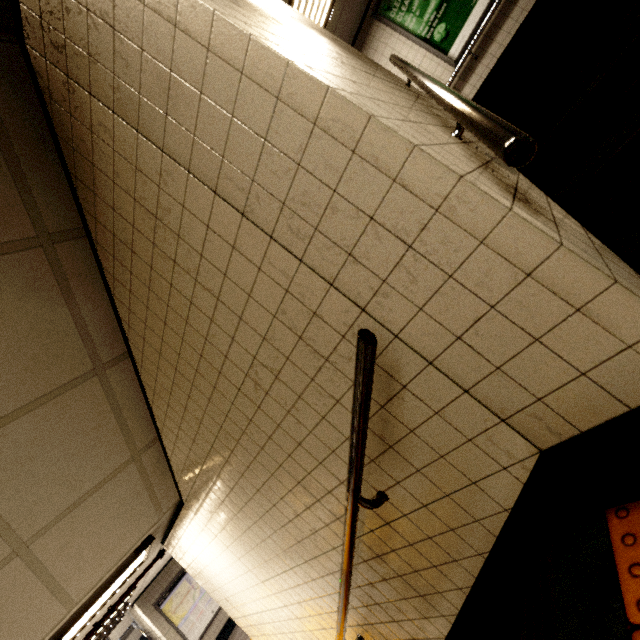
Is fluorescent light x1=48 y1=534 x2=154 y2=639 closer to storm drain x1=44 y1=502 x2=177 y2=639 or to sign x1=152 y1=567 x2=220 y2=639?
storm drain x1=44 y1=502 x2=177 y2=639

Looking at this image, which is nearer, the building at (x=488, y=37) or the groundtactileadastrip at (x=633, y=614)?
the groundtactileadastrip at (x=633, y=614)

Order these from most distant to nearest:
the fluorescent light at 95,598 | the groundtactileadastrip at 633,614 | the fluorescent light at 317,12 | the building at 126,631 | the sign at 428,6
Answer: the building at 126,631, the sign at 428,6, the fluorescent light at 317,12, the fluorescent light at 95,598, the groundtactileadastrip at 633,614

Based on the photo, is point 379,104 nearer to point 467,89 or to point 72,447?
point 72,447

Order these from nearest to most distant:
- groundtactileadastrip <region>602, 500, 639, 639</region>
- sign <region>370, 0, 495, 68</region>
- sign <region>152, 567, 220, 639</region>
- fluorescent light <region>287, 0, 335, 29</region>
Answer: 1. groundtactileadastrip <region>602, 500, 639, 639</region>
2. fluorescent light <region>287, 0, 335, 29</region>
3. sign <region>370, 0, 495, 68</region>
4. sign <region>152, 567, 220, 639</region>

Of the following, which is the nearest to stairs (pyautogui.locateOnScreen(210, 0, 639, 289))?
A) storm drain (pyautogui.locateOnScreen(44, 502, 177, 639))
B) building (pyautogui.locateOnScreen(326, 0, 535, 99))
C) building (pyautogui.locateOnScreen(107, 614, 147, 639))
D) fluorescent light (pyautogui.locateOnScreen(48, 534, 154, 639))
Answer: building (pyautogui.locateOnScreen(326, 0, 535, 99))

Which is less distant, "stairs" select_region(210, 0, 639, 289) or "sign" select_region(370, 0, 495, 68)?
"stairs" select_region(210, 0, 639, 289)

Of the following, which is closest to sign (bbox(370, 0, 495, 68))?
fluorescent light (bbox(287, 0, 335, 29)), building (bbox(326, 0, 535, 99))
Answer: building (bbox(326, 0, 535, 99))
